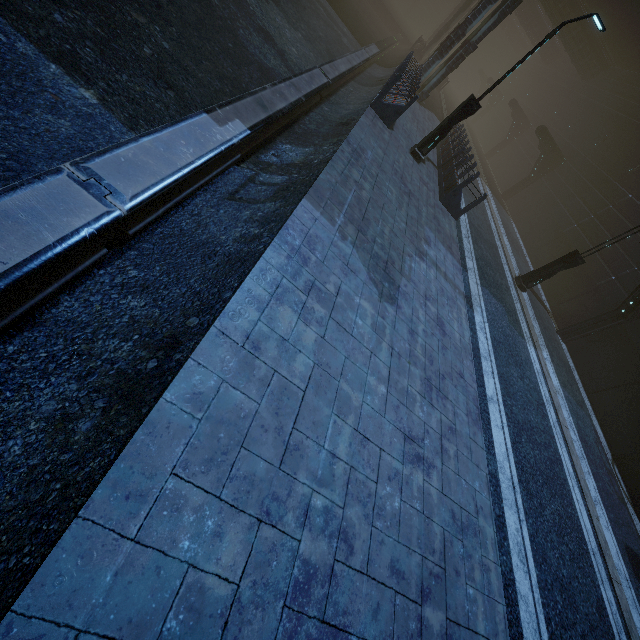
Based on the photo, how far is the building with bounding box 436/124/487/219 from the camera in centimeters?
1144cm

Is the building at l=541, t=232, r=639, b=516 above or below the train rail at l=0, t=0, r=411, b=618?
above

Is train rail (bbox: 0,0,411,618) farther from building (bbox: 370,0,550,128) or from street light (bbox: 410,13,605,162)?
street light (bbox: 410,13,605,162)

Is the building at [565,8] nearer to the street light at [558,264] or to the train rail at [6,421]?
the train rail at [6,421]

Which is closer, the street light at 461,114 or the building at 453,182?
the street light at 461,114

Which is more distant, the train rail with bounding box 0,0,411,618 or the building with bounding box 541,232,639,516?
the building with bounding box 541,232,639,516

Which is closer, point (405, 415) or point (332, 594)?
point (332, 594)

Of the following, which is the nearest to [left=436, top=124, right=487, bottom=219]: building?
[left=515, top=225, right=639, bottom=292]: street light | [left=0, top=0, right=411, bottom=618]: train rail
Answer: [left=0, top=0, right=411, bottom=618]: train rail
